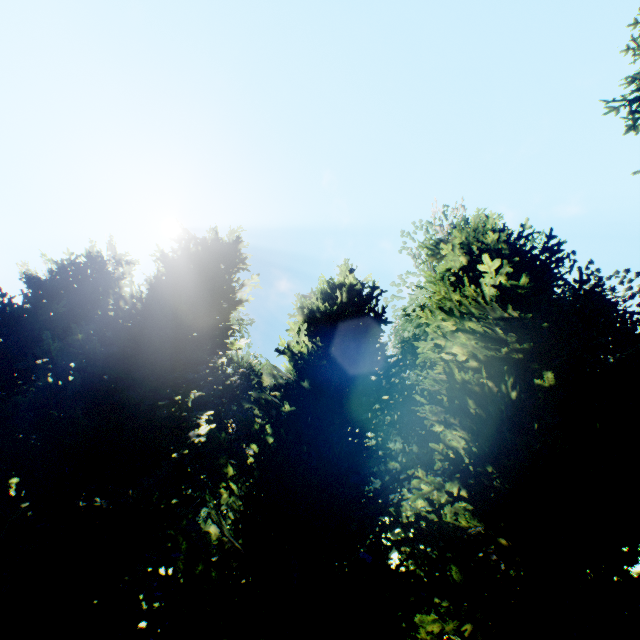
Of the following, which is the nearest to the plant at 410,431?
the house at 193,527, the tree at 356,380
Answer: the tree at 356,380

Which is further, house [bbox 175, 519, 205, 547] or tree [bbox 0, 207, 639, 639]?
house [bbox 175, 519, 205, 547]

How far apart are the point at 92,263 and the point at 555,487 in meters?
14.1

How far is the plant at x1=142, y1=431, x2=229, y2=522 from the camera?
23.5 meters

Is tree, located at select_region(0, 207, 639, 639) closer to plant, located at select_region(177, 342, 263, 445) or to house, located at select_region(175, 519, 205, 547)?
plant, located at select_region(177, 342, 263, 445)

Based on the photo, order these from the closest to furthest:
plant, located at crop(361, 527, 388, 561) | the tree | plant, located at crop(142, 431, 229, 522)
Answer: the tree, plant, located at crop(142, 431, 229, 522), plant, located at crop(361, 527, 388, 561)

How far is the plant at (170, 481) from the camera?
23.5m
